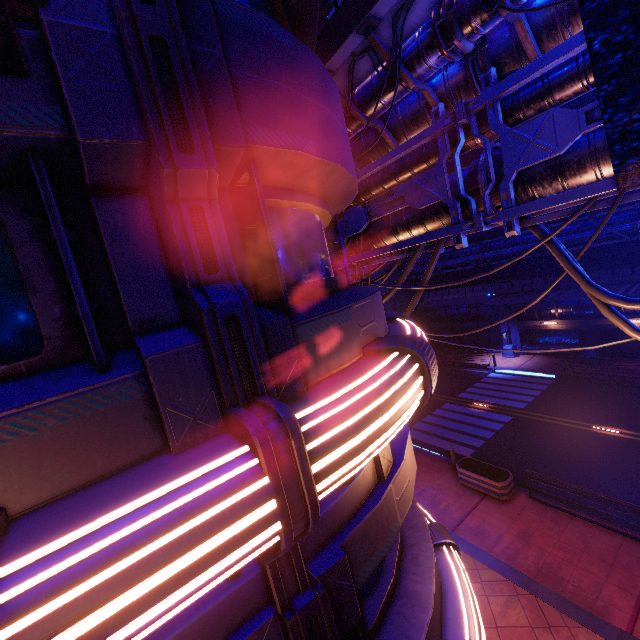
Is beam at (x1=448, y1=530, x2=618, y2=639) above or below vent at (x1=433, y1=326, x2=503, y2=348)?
below

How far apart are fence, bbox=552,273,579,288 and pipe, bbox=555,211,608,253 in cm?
3

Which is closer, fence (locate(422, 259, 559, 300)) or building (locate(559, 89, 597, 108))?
fence (locate(422, 259, 559, 300))

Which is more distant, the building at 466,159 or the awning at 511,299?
the building at 466,159

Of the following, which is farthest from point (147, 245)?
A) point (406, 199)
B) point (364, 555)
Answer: point (406, 199)

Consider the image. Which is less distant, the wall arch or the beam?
the beam

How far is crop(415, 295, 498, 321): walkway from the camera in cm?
3015

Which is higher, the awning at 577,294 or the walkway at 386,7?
the walkway at 386,7
